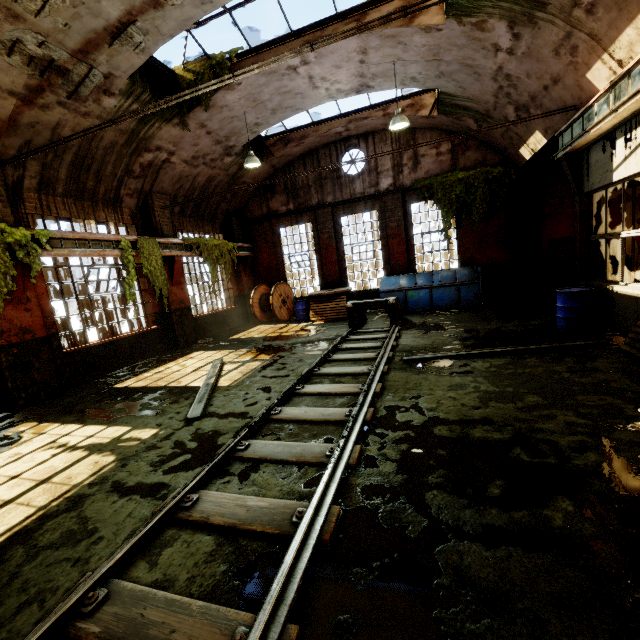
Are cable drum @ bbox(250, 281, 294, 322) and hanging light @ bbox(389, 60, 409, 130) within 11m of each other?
yes

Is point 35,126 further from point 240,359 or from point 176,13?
point 240,359

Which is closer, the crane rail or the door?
the crane rail

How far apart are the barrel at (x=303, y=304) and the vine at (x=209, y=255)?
3.0 meters

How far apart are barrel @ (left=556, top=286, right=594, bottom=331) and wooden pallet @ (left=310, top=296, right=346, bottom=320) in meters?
7.2 m

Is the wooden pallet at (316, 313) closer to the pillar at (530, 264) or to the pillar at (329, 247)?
the pillar at (329, 247)

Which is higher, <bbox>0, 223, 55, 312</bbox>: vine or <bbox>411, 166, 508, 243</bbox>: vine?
<bbox>411, 166, 508, 243</bbox>: vine

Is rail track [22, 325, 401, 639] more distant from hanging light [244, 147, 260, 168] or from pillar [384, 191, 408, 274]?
hanging light [244, 147, 260, 168]
